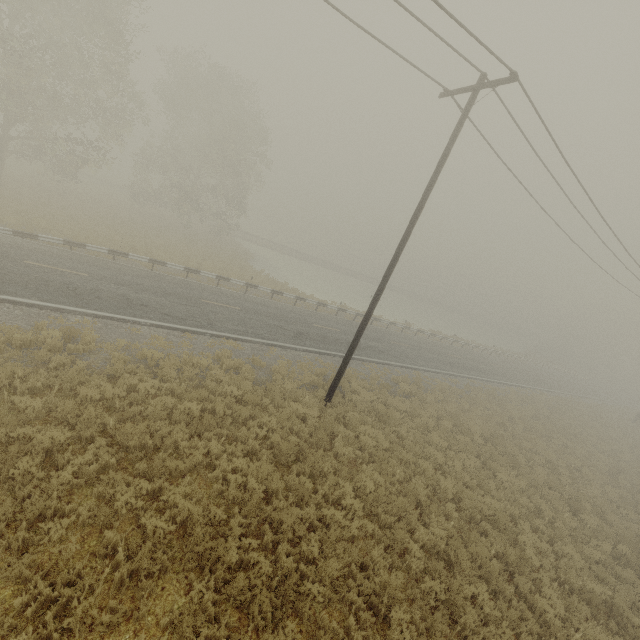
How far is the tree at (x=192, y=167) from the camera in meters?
30.1

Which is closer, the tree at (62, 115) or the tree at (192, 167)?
the tree at (62, 115)

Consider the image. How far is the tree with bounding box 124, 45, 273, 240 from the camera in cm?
3009

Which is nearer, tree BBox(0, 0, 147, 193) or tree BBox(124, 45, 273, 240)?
tree BBox(0, 0, 147, 193)

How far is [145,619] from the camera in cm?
504
